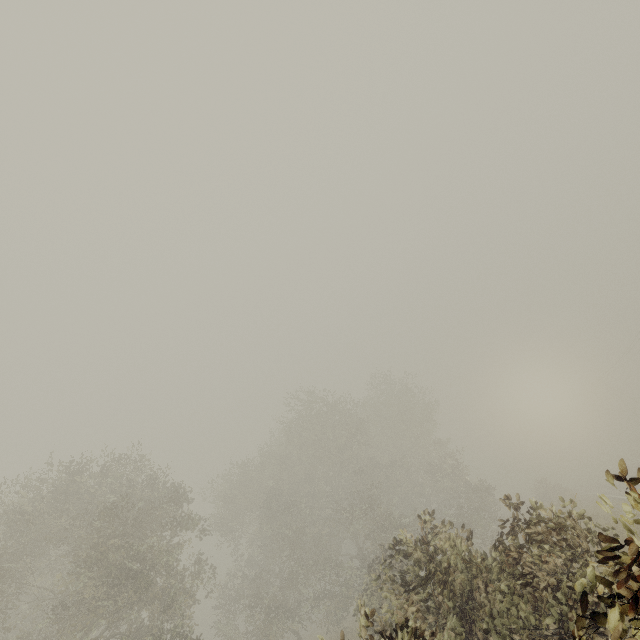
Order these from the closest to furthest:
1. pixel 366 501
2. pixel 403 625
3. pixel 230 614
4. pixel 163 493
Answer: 1. pixel 403 625
2. pixel 163 493
3. pixel 230 614
4. pixel 366 501

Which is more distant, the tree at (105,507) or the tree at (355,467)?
the tree at (105,507)

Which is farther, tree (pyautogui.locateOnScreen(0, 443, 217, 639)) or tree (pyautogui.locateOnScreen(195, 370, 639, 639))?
tree (pyautogui.locateOnScreen(0, 443, 217, 639))
